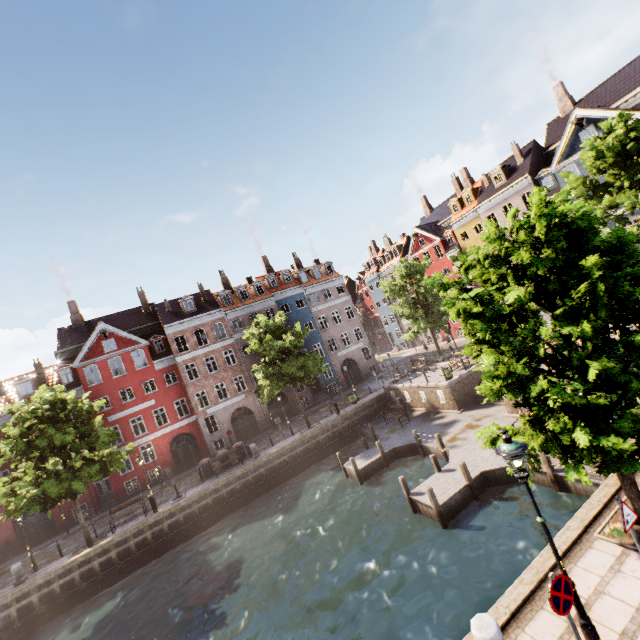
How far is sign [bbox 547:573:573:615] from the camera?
4.9m

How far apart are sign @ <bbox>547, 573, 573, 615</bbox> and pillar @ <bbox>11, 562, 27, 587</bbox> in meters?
27.6

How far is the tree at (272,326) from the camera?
25.6m

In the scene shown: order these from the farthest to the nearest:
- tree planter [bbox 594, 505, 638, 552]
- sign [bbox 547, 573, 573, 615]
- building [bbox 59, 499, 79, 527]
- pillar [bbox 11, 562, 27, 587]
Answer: building [bbox 59, 499, 79, 527] → pillar [bbox 11, 562, 27, 587] → tree planter [bbox 594, 505, 638, 552] → sign [bbox 547, 573, 573, 615]

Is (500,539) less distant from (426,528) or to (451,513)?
(451,513)

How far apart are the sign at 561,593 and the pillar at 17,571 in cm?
2755

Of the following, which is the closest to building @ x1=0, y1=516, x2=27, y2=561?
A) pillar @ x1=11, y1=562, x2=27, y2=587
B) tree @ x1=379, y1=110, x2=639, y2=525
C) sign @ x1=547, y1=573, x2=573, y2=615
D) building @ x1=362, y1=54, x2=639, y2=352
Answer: tree @ x1=379, y1=110, x2=639, y2=525

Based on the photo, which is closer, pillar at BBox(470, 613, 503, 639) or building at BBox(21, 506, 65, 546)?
pillar at BBox(470, 613, 503, 639)
